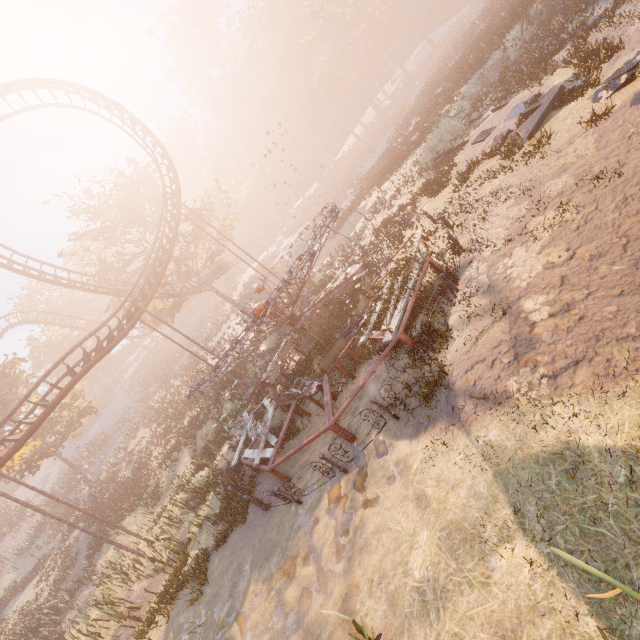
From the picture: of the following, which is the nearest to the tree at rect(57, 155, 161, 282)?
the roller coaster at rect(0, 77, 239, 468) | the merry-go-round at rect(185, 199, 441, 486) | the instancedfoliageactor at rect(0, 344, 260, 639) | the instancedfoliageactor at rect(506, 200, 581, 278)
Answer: the roller coaster at rect(0, 77, 239, 468)

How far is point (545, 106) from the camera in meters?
11.6 m

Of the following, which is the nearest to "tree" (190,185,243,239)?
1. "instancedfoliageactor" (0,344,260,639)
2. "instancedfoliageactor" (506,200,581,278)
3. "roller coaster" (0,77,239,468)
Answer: "roller coaster" (0,77,239,468)

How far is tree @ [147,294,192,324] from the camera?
30.1m

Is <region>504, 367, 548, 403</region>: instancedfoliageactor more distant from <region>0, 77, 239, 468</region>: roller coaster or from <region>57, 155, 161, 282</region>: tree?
<region>57, 155, 161, 282</region>: tree

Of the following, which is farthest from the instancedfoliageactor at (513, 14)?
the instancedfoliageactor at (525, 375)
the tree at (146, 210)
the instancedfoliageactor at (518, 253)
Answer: the instancedfoliageactor at (525, 375)

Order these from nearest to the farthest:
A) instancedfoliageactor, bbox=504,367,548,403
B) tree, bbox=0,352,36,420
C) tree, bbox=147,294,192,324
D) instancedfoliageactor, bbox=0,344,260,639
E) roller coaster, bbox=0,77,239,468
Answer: instancedfoliageactor, bbox=504,367,548,403 → instancedfoliageactor, bbox=0,344,260,639 → roller coaster, bbox=0,77,239,468 → tree, bbox=0,352,36,420 → tree, bbox=147,294,192,324

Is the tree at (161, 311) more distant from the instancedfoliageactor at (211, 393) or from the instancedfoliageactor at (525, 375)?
the instancedfoliageactor at (525, 375)
